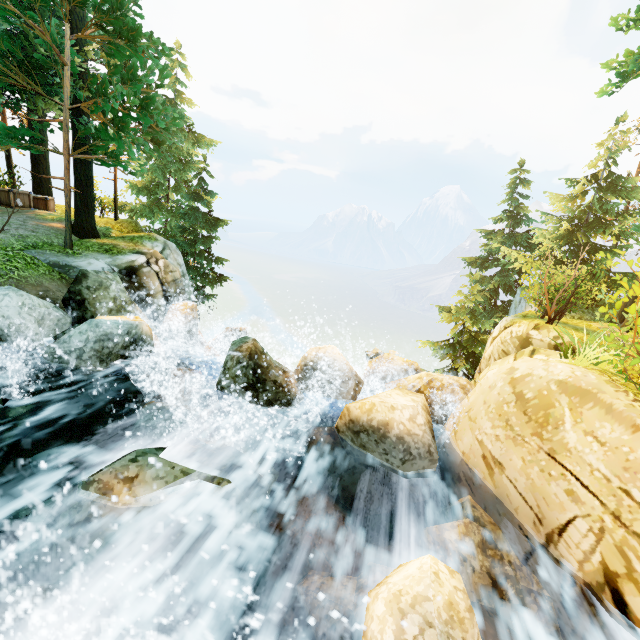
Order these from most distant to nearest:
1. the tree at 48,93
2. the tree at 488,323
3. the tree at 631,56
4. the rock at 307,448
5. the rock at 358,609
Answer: the tree at 488,323
the tree at 631,56
the tree at 48,93
the rock at 307,448
the rock at 358,609

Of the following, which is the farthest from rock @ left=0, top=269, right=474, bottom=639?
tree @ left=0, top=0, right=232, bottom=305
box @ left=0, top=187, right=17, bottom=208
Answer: box @ left=0, top=187, right=17, bottom=208

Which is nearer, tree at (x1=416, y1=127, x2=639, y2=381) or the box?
the box

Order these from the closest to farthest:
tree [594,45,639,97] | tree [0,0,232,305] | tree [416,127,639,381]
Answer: tree [0,0,232,305] < tree [594,45,639,97] < tree [416,127,639,381]

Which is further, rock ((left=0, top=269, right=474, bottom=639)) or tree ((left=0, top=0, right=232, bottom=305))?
tree ((left=0, top=0, right=232, bottom=305))

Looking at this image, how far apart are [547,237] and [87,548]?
20.37m

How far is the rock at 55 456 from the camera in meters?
5.1 m
